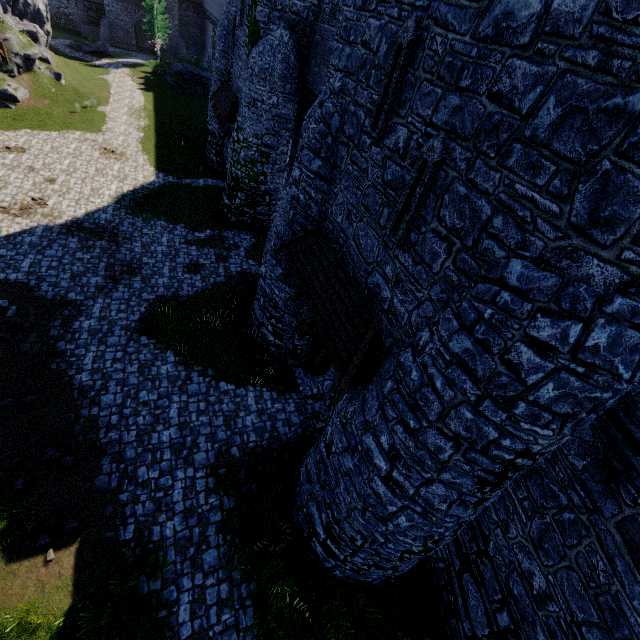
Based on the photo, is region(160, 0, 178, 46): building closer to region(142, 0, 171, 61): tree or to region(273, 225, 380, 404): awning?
region(142, 0, 171, 61): tree

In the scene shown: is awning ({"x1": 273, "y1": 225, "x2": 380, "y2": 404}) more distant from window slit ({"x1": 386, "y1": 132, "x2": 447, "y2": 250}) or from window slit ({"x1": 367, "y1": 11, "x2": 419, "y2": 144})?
window slit ({"x1": 367, "y1": 11, "x2": 419, "y2": 144})

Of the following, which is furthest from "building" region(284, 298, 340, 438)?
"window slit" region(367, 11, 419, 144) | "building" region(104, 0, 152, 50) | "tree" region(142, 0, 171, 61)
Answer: "building" region(104, 0, 152, 50)

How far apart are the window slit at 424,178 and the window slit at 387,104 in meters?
1.3

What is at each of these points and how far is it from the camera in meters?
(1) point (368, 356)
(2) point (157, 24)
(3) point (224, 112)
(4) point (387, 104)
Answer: (1) awning, 7.8
(2) tree, 44.3
(3) awning, 20.4
(4) window slit, 6.9

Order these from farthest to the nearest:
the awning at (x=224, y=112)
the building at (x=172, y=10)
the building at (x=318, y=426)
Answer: the building at (x=172, y=10)
the awning at (x=224, y=112)
the building at (x=318, y=426)

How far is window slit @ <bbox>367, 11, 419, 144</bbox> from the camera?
6.1m

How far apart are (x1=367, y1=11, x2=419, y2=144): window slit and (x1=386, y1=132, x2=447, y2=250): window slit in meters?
1.3
